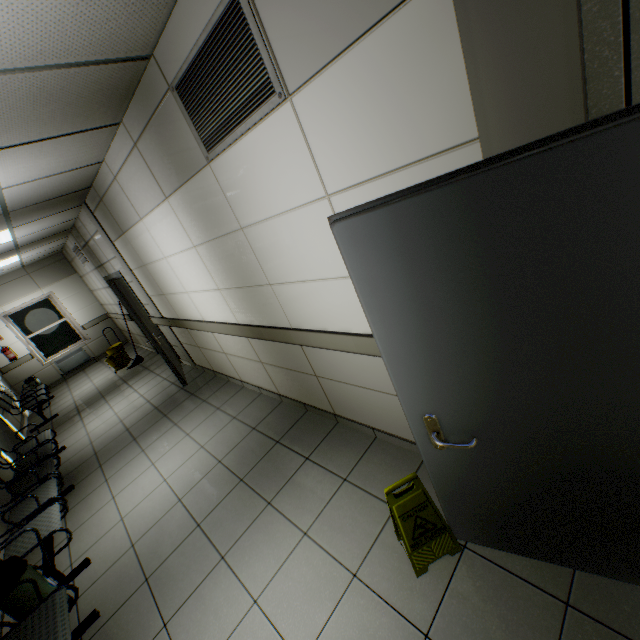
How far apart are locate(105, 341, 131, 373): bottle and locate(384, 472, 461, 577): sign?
8.1m

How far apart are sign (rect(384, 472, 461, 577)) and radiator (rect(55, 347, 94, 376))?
11.1 meters

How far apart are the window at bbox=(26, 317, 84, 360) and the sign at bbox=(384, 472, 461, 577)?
11.31m

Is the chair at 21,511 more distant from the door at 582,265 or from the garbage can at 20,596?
the door at 582,265

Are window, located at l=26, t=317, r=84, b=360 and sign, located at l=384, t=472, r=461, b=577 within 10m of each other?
no

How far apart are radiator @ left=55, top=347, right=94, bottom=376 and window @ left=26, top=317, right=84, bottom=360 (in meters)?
0.13

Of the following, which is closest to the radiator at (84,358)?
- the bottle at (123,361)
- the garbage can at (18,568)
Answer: the bottle at (123,361)

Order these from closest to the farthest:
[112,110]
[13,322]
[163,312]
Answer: [112,110], [163,312], [13,322]
